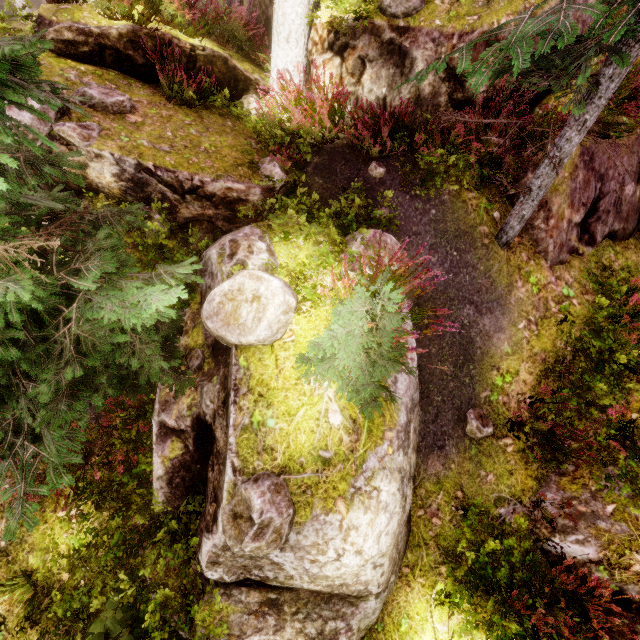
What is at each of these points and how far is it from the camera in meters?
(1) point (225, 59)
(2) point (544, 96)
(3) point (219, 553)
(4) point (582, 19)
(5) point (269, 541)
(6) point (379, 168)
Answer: (1) rock, 6.6
(2) rock, 5.6
(3) rock, 3.3
(4) rock, 5.3
(5) instancedfoliageactor, 3.0
(6) instancedfoliageactor, 5.7

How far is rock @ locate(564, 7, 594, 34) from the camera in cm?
523

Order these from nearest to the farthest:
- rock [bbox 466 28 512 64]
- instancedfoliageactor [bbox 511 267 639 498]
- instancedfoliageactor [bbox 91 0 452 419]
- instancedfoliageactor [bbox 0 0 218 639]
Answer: instancedfoliageactor [bbox 0 0 218 639]
instancedfoliageactor [bbox 91 0 452 419]
instancedfoliageactor [bbox 511 267 639 498]
rock [bbox 466 28 512 64]

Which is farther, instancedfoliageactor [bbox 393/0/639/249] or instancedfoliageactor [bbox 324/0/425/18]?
instancedfoliageactor [bbox 324/0/425/18]

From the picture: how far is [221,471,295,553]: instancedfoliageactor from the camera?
2.97m

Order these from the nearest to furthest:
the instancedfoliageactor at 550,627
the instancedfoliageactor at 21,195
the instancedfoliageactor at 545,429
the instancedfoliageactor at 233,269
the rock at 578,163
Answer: the instancedfoliageactor at 21,195
the instancedfoliageactor at 233,269
the instancedfoliageactor at 550,627
the instancedfoliageactor at 545,429
the rock at 578,163

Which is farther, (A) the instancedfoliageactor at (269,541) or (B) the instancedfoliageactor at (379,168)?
(B) the instancedfoliageactor at (379,168)

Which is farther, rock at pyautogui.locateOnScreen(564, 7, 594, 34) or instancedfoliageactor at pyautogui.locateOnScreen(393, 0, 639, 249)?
rock at pyautogui.locateOnScreen(564, 7, 594, 34)
